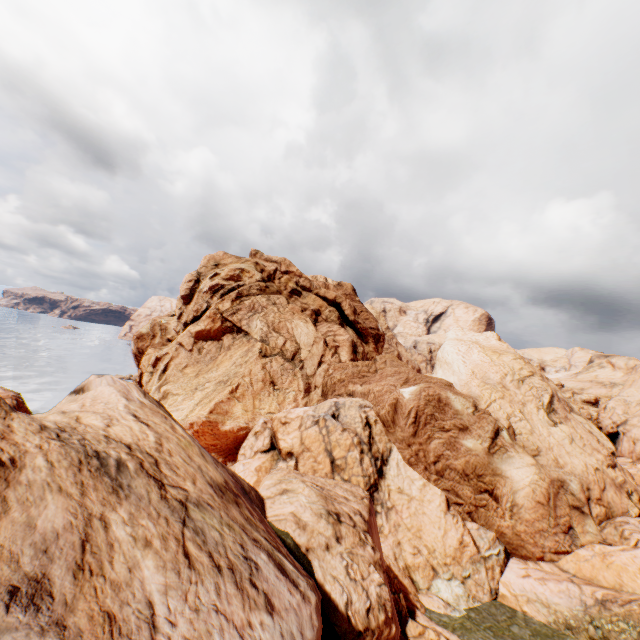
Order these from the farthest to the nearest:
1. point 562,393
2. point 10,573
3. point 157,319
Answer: point 157,319 < point 562,393 < point 10,573
